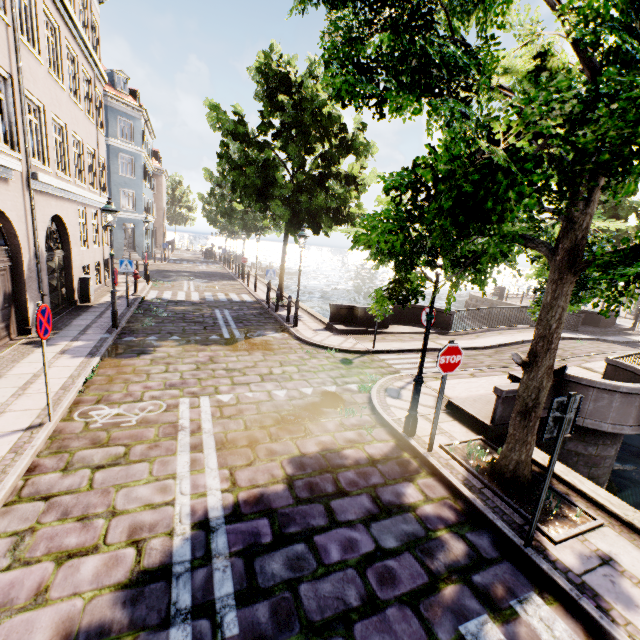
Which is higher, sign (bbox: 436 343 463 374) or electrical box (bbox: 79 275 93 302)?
sign (bbox: 436 343 463 374)

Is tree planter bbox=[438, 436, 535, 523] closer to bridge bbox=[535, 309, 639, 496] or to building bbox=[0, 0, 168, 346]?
bridge bbox=[535, 309, 639, 496]

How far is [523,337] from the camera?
14.02m

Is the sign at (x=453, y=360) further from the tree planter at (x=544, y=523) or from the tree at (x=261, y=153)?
the tree planter at (x=544, y=523)

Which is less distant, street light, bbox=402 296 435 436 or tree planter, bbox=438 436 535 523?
tree planter, bbox=438 436 535 523

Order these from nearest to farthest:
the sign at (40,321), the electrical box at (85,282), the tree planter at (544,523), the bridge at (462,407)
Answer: the tree planter at (544,523)
the sign at (40,321)
the bridge at (462,407)
the electrical box at (85,282)

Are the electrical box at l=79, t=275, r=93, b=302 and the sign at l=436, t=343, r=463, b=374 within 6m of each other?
no

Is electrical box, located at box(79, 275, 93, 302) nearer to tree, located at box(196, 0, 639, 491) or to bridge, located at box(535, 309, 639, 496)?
tree, located at box(196, 0, 639, 491)
